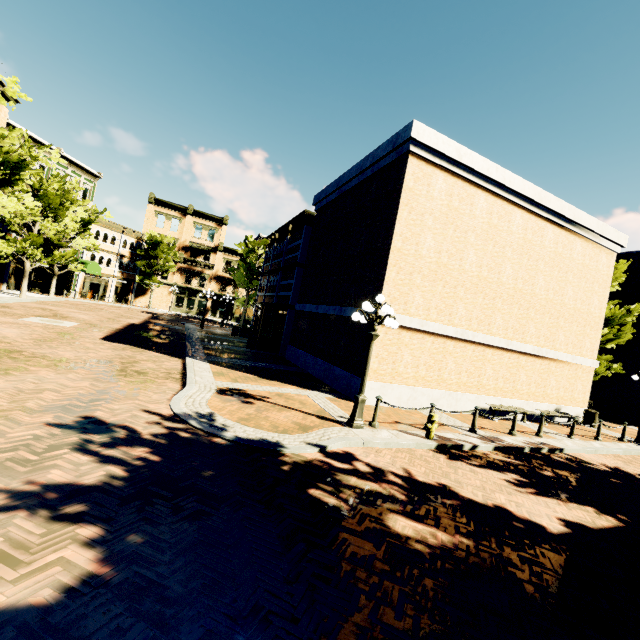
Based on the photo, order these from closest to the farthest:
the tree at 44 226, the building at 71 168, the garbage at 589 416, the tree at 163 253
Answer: the garbage at 589 416 → the tree at 44 226 → the building at 71 168 → the tree at 163 253

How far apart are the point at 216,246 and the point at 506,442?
45.82m

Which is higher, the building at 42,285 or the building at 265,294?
the building at 265,294

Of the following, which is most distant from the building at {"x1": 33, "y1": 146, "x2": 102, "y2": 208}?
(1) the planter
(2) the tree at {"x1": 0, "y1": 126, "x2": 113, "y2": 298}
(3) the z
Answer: (1) the planter

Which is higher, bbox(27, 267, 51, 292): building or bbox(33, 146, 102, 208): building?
bbox(33, 146, 102, 208): building

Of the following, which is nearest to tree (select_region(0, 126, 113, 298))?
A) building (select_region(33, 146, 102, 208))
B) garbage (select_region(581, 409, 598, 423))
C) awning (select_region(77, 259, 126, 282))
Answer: building (select_region(33, 146, 102, 208))

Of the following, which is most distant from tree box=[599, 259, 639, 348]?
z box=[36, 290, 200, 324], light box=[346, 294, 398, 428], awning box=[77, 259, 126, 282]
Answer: light box=[346, 294, 398, 428]

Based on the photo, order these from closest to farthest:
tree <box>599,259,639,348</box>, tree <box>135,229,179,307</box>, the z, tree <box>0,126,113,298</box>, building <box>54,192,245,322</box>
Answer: tree <box>0,126,113,298</box> < tree <box>599,259,639,348</box> < the z < building <box>54,192,245,322</box> < tree <box>135,229,179,307</box>
